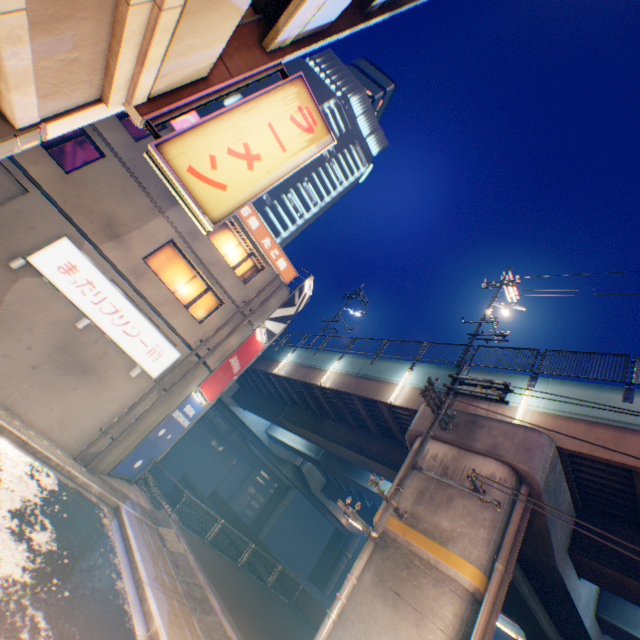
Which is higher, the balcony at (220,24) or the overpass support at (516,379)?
the overpass support at (516,379)

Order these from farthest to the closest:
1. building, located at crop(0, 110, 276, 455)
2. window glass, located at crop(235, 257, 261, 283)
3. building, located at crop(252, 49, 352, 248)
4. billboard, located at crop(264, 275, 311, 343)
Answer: building, located at crop(252, 49, 352, 248) < billboard, located at crop(264, 275, 311, 343) < window glass, located at crop(235, 257, 261, 283) < building, located at crop(0, 110, 276, 455)

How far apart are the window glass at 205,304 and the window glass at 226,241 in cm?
146

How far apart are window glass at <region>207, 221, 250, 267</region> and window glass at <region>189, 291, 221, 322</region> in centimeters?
146cm

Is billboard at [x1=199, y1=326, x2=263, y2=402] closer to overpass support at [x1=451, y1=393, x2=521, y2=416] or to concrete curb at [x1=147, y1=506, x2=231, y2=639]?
overpass support at [x1=451, y1=393, x2=521, y2=416]

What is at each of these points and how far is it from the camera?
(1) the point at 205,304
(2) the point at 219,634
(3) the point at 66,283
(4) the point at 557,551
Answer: (1) window glass, 15.7 meters
(2) concrete curb, 8.3 meters
(3) sign, 11.7 meters
(4) overpass support, 9.7 meters

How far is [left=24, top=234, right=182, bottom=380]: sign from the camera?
11.51m

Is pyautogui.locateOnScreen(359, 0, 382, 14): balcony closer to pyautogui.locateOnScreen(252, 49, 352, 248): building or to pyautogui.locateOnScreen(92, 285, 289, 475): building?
pyautogui.locateOnScreen(92, 285, 289, 475): building
